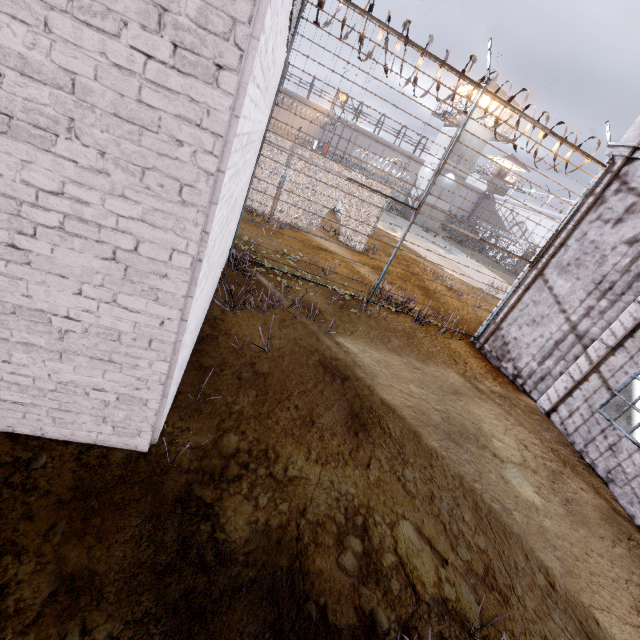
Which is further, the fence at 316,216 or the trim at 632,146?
the trim at 632,146

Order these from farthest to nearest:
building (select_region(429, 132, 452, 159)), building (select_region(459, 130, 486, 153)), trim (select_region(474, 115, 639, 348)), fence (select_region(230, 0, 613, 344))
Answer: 1. building (select_region(429, 132, 452, 159))
2. building (select_region(459, 130, 486, 153))
3. trim (select_region(474, 115, 639, 348))
4. fence (select_region(230, 0, 613, 344))

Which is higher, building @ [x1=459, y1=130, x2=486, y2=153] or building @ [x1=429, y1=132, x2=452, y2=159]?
building @ [x1=459, y1=130, x2=486, y2=153]

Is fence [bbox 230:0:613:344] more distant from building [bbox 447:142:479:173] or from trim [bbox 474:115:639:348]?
building [bbox 447:142:479:173]

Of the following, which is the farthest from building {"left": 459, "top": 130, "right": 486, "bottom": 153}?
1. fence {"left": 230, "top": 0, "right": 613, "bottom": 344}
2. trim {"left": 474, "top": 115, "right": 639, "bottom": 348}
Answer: trim {"left": 474, "top": 115, "right": 639, "bottom": 348}

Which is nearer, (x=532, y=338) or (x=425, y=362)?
(x=425, y=362)

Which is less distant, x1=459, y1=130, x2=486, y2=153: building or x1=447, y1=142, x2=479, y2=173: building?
x1=459, y1=130, x2=486, y2=153: building

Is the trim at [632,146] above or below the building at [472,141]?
below
